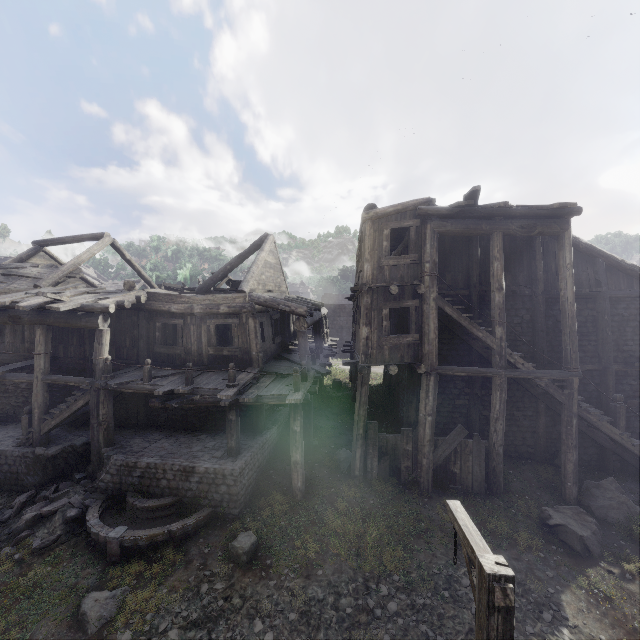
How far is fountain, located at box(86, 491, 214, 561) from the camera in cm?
855

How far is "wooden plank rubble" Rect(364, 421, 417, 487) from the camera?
11.2 meters

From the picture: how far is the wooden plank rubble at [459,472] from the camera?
10.8 meters

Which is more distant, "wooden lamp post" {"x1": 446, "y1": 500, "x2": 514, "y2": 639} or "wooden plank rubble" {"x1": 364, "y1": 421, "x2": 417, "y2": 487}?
"wooden plank rubble" {"x1": 364, "y1": 421, "x2": 417, "y2": 487}

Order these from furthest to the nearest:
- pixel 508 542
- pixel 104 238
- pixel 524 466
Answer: pixel 104 238, pixel 524 466, pixel 508 542

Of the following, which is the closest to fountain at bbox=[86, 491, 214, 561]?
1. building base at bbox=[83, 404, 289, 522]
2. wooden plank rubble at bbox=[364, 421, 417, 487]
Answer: building base at bbox=[83, 404, 289, 522]

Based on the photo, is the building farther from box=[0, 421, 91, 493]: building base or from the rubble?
the rubble

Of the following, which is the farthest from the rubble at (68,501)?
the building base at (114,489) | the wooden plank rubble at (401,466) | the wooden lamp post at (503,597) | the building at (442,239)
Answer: the wooden lamp post at (503,597)
